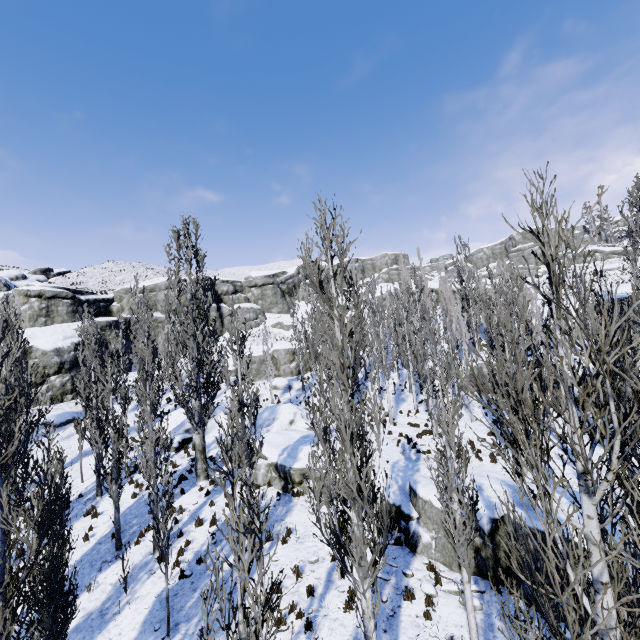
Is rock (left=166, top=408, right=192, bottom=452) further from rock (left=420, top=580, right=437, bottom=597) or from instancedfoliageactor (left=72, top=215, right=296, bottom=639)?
rock (left=420, top=580, right=437, bottom=597)

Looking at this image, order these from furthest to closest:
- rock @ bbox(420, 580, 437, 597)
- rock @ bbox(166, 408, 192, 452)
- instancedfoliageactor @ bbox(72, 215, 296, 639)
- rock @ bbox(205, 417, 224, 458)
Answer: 1. rock @ bbox(166, 408, 192, 452)
2. rock @ bbox(205, 417, 224, 458)
3. rock @ bbox(420, 580, 437, 597)
4. instancedfoliageactor @ bbox(72, 215, 296, 639)

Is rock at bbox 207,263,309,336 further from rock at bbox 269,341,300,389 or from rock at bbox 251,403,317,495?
rock at bbox 251,403,317,495

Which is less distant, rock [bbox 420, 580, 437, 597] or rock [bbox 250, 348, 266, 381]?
rock [bbox 420, 580, 437, 597]

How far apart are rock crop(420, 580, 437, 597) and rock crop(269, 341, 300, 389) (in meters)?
27.72

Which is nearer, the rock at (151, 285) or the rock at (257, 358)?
the rock at (257, 358)

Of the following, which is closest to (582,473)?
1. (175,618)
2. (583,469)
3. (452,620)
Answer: (583,469)

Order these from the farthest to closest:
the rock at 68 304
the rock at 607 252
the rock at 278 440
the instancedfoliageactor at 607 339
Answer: the rock at 607 252 < the rock at 68 304 < the rock at 278 440 < the instancedfoliageactor at 607 339
